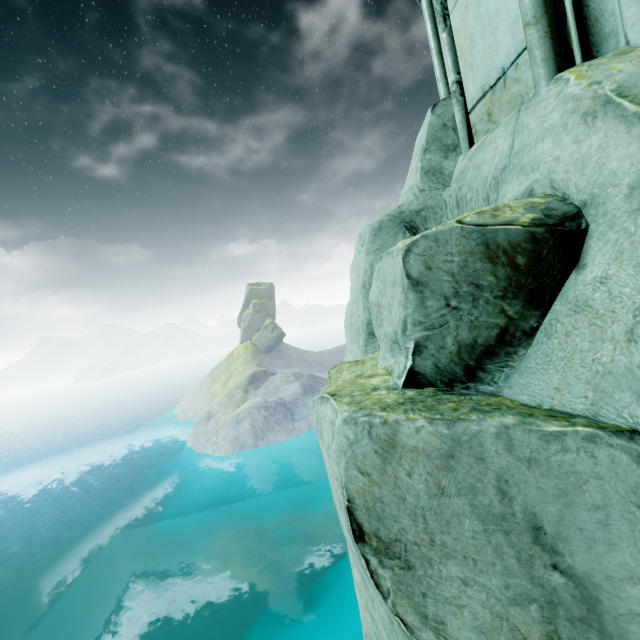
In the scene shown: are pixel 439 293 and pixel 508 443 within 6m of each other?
yes

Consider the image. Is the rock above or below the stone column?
below

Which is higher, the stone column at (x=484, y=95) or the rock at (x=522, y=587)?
the stone column at (x=484, y=95)
